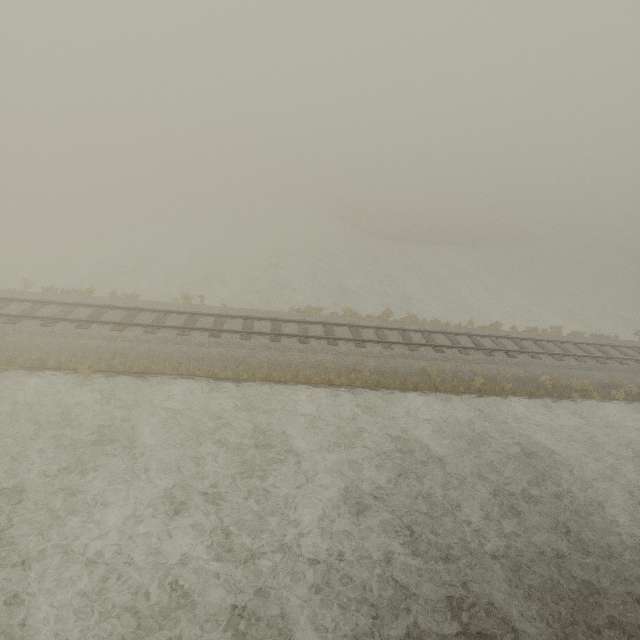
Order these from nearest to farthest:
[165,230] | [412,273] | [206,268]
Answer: [206,268]
[412,273]
[165,230]
